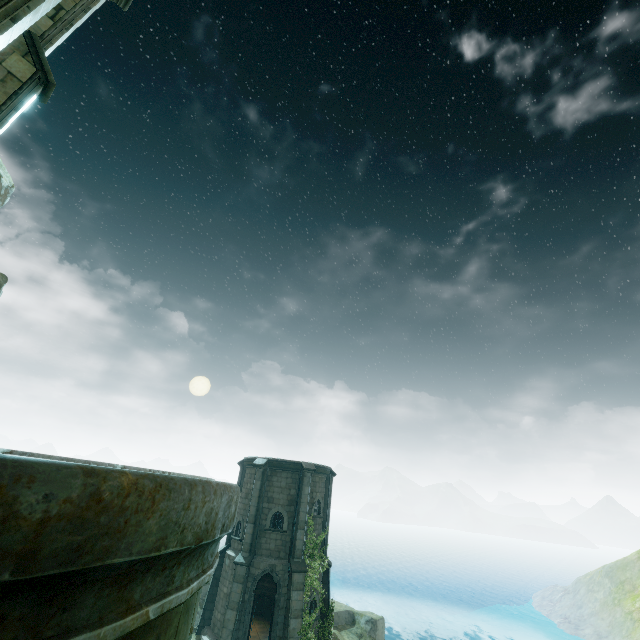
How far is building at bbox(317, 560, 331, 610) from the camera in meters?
20.6 m

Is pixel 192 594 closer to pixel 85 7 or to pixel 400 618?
pixel 85 7

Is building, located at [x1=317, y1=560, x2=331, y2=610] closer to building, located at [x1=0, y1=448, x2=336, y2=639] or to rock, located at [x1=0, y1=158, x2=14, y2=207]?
rock, located at [x1=0, y1=158, x2=14, y2=207]

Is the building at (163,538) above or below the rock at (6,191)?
below

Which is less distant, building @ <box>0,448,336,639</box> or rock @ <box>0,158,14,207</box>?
building @ <box>0,448,336,639</box>

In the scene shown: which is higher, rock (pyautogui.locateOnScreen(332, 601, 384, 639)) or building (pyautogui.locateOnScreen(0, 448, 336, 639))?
building (pyautogui.locateOnScreen(0, 448, 336, 639))

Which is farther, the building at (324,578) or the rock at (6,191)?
the building at (324,578)

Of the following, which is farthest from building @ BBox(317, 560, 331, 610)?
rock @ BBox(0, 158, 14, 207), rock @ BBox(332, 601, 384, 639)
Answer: rock @ BBox(0, 158, 14, 207)
